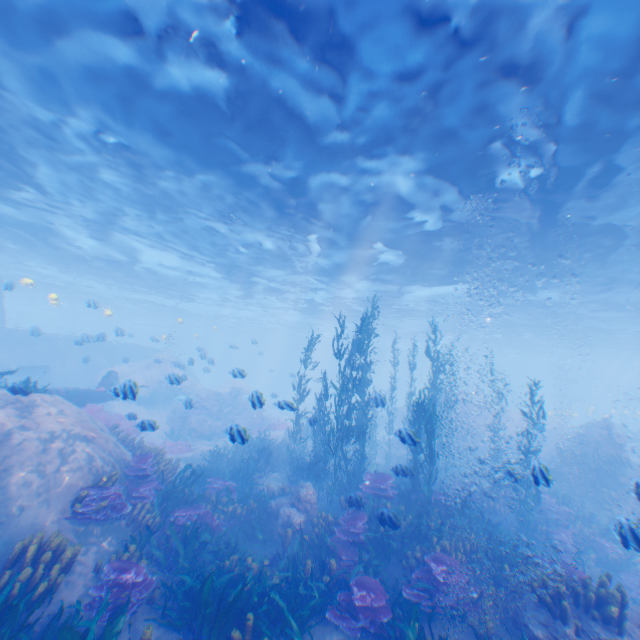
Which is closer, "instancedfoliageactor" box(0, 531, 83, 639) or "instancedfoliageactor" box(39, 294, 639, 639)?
"instancedfoliageactor" box(0, 531, 83, 639)

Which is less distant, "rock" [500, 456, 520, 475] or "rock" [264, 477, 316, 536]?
"rock" [500, 456, 520, 475]

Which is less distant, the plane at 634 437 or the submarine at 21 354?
the plane at 634 437

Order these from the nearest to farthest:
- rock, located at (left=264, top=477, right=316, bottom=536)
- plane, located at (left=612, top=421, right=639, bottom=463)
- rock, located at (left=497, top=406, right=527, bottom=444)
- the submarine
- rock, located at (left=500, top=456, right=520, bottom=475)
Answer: rock, located at (left=500, top=456, right=520, bottom=475)
rock, located at (left=264, top=477, right=316, bottom=536)
plane, located at (left=612, top=421, right=639, bottom=463)
rock, located at (left=497, top=406, right=527, bottom=444)
the submarine

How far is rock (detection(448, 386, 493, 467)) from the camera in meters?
23.3 m

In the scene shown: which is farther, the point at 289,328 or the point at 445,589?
the point at 289,328

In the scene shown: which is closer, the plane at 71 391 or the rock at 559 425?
the plane at 71 391
